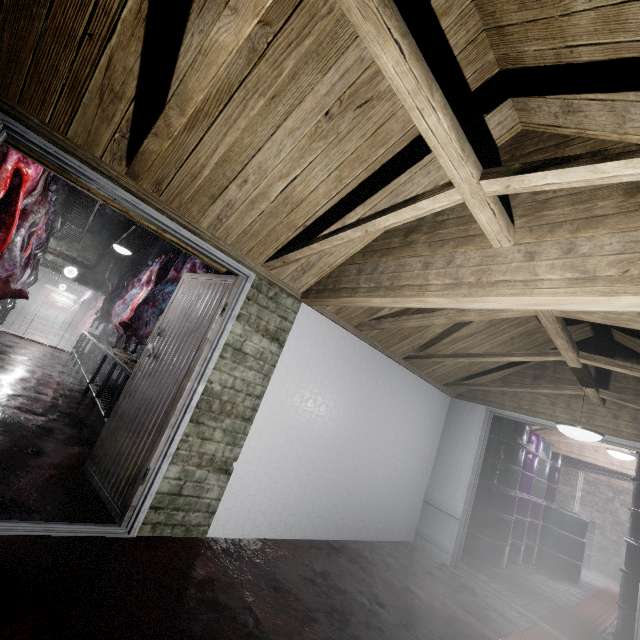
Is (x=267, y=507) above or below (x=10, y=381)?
above

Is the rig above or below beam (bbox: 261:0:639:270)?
above

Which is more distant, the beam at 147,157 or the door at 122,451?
the door at 122,451

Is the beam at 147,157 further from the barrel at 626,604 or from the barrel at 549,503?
the barrel at 549,503

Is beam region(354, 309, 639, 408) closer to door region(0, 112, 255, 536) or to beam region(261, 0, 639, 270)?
beam region(261, 0, 639, 270)

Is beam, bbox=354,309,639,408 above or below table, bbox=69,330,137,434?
above

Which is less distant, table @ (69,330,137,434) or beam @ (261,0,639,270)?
beam @ (261,0,639,270)

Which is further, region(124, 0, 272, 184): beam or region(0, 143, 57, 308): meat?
region(0, 143, 57, 308): meat
